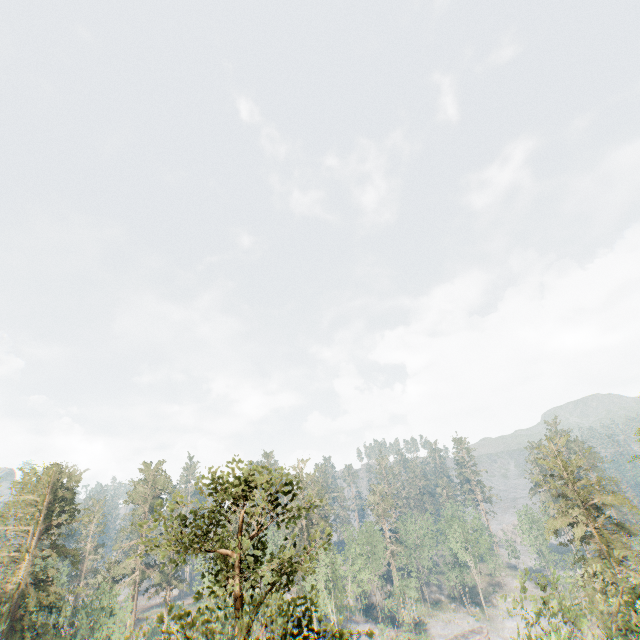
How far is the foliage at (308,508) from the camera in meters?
13.7

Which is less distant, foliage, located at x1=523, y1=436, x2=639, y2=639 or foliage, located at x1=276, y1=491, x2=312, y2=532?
foliage, located at x1=276, y1=491, x2=312, y2=532

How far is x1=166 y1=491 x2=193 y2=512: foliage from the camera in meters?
11.7

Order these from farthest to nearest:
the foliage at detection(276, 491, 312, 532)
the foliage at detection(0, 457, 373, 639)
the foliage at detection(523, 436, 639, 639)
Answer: the foliage at detection(523, 436, 639, 639) → the foliage at detection(276, 491, 312, 532) → the foliage at detection(0, 457, 373, 639)

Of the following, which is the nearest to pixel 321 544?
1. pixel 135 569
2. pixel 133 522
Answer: pixel 135 569
